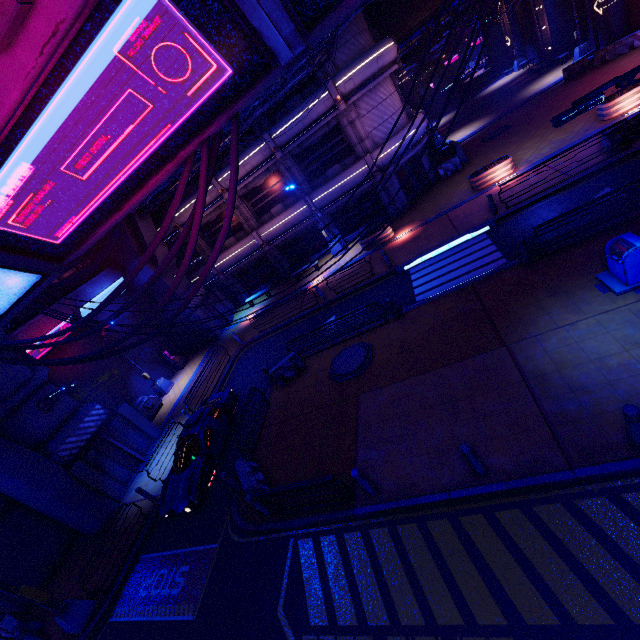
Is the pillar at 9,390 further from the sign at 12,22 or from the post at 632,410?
the post at 632,410

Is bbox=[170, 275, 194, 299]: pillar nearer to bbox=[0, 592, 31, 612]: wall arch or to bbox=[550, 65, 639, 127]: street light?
bbox=[0, 592, 31, 612]: wall arch

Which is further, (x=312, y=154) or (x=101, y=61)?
(x=312, y=154)

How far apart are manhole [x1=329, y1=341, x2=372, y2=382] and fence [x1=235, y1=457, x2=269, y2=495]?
4.14m

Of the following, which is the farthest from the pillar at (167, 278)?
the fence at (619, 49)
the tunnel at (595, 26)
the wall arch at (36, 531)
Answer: the fence at (619, 49)

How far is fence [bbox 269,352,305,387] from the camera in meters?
14.6

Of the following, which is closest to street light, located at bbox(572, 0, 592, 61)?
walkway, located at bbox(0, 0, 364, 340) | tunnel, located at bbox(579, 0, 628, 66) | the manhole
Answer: tunnel, located at bbox(579, 0, 628, 66)

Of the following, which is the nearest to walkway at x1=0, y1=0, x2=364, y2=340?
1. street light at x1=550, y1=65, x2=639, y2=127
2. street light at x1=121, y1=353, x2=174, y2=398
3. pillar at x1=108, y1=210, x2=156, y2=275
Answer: street light at x1=550, y1=65, x2=639, y2=127
